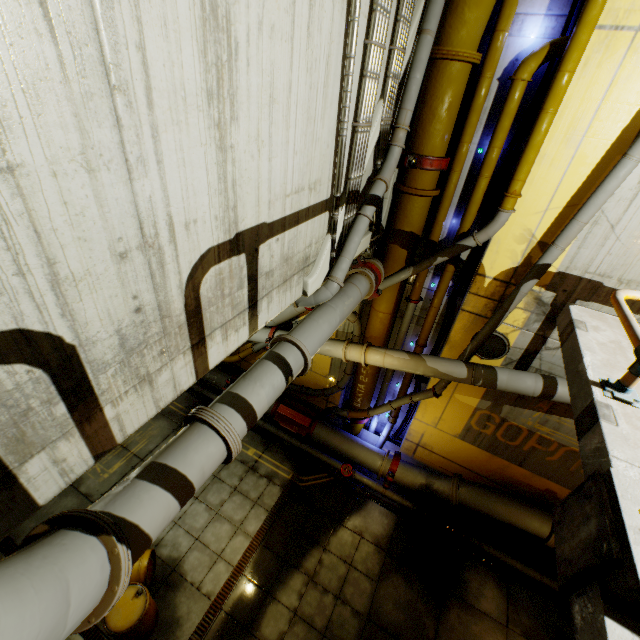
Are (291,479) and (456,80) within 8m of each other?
no

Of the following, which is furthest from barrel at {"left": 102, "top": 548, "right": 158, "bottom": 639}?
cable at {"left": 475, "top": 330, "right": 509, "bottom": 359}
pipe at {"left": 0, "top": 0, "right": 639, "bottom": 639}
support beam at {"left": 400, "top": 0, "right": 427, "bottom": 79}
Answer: support beam at {"left": 400, "top": 0, "right": 427, "bottom": 79}

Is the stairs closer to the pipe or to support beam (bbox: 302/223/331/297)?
the pipe

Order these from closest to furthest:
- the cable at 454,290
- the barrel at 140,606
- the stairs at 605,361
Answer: the stairs at 605,361
the barrel at 140,606
the cable at 454,290

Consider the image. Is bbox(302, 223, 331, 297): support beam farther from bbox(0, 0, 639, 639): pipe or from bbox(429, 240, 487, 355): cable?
bbox(429, 240, 487, 355): cable

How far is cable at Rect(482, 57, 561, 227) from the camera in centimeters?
535cm

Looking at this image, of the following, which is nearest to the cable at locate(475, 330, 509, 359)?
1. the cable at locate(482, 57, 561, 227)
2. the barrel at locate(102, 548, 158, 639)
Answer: the cable at locate(482, 57, 561, 227)

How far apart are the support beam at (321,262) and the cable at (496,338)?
4.1 meters
